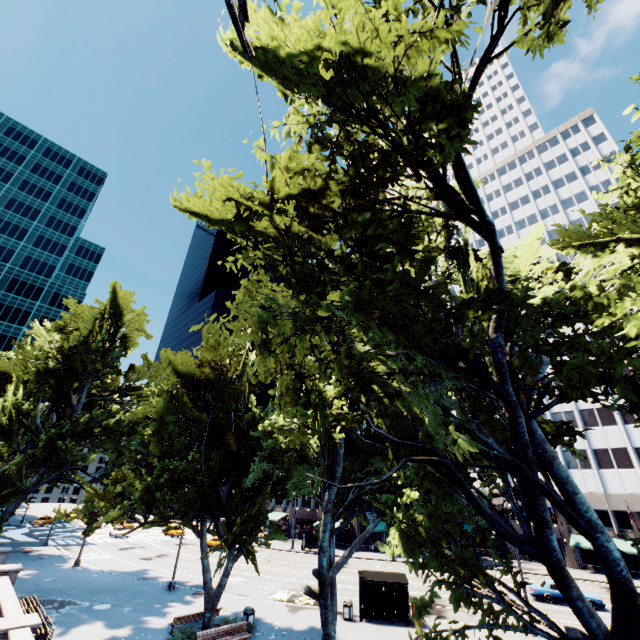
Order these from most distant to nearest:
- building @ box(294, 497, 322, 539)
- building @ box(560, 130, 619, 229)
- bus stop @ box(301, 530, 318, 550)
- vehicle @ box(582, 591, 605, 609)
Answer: building @ box(560, 130, 619, 229), building @ box(294, 497, 322, 539), bus stop @ box(301, 530, 318, 550), vehicle @ box(582, 591, 605, 609)

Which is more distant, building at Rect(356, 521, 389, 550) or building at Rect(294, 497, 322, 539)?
building at Rect(294, 497, 322, 539)

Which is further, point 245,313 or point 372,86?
point 245,313

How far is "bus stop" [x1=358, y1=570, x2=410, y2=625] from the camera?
21.03m

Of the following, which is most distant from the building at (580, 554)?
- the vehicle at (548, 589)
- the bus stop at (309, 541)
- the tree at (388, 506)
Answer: the vehicle at (548, 589)

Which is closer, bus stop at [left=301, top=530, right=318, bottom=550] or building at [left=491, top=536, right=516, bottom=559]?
bus stop at [left=301, top=530, right=318, bottom=550]

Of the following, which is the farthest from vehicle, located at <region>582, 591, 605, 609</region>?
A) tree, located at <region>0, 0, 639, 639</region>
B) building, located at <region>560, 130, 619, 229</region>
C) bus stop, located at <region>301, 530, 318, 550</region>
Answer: building, located at <region>560, 130, 619, 229</region>

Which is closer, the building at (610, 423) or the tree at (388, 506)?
the tree at (388, 506)
